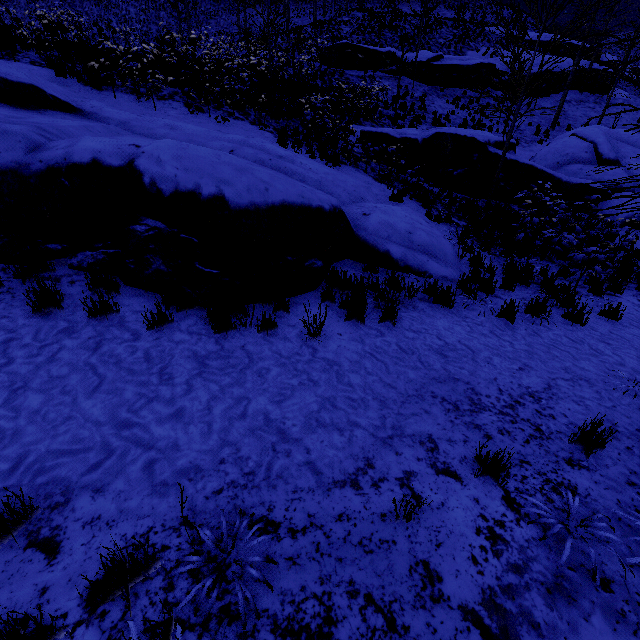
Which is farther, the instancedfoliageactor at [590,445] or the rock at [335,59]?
the rock at [335,59]

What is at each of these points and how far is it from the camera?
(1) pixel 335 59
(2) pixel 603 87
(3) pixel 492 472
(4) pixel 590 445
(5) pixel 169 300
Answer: (1) rock, 22.9m
(2) rock, 26.3m
(3) instancedfoliageactor, 2.8m
(4) instancedfoliageactor, 3.2m
(5) instancedfoliageactor, 4.1m

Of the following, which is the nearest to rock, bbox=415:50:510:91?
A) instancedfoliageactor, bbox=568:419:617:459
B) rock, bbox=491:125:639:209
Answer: rock, bbox=491:125:639:209

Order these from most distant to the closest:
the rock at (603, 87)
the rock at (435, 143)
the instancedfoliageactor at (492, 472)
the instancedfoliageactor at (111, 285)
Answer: the rock at (603, 87), the rock at (435, 143), the instancedfoliageactor at (111, 285), the instancedfoliageactor at (492, 472)

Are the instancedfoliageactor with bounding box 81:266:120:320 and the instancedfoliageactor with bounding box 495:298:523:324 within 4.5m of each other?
no

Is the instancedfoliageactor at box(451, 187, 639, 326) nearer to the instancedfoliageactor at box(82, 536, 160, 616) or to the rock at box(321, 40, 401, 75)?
the rock at box(321, 40, 401, 75)

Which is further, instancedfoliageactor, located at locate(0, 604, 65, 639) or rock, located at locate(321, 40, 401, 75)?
rock, located at locate(321, 40, 401, 75)

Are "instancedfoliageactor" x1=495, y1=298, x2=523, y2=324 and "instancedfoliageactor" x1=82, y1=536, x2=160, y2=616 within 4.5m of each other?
no
